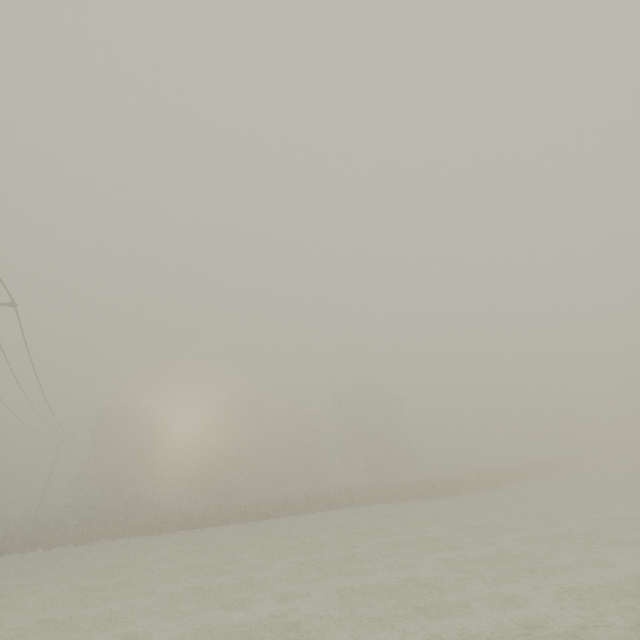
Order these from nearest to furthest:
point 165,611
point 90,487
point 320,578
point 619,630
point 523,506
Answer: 1. point 619,630
2. point 165,611
3. point 320,578
4. point 523,506
5. point 90,487
